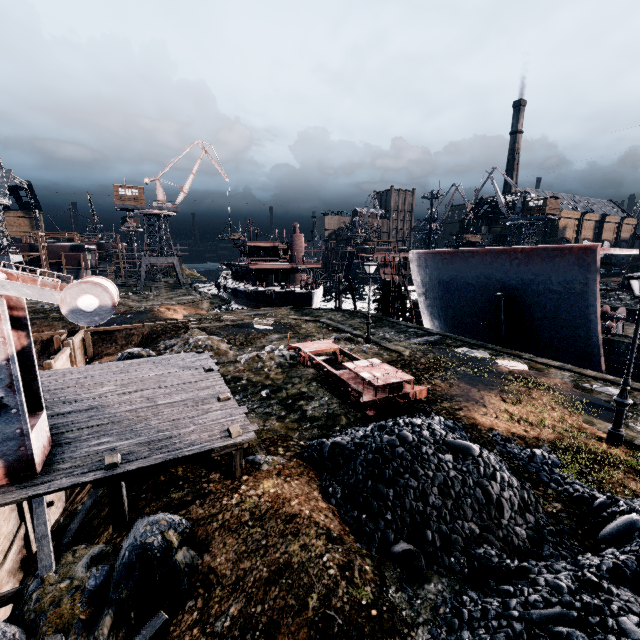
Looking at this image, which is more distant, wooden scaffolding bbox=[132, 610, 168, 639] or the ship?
the ship

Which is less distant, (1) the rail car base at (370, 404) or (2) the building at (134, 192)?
(1) the rail car base at (370, 404)

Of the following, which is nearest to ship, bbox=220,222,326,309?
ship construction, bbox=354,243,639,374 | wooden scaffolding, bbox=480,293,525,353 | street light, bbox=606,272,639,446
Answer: ship construction, bbox=354,243,639,374

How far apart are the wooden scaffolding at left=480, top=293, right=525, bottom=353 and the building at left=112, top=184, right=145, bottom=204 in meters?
55.9

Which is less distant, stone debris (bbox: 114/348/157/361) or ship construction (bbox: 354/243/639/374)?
stone debris (bbox: 114/348/157/361)

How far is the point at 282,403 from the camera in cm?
1352

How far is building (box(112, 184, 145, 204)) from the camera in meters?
52.4

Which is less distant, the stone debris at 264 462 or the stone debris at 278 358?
the stone debris at 264 462
